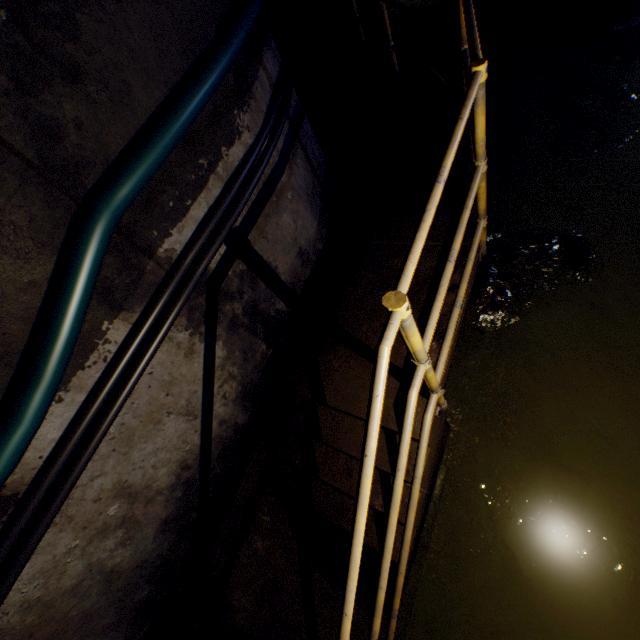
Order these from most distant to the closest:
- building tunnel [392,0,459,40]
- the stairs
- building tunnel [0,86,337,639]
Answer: building tunnel [392,0,459,40] < building tunnel [0,86,337,639] < the stairs

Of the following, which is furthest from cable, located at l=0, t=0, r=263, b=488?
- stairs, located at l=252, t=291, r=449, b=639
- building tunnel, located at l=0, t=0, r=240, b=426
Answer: stairs, located at l=252, t=291, r=449, b=639

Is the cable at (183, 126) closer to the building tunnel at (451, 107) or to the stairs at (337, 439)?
the building tunnel at (451, 107)

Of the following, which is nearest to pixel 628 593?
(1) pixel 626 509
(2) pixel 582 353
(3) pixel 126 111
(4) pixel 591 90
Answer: (1) pixel 626 509

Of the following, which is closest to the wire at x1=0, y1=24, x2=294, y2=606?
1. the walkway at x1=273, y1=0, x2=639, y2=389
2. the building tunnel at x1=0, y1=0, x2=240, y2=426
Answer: the building tunnel at x1=0, y1=0, x2=240, y2=426

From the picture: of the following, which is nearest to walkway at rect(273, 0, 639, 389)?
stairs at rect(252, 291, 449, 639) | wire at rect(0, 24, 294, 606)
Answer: stairs at rect(252, 291, 449, 639)

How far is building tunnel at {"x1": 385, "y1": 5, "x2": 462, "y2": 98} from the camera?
5.2 meters

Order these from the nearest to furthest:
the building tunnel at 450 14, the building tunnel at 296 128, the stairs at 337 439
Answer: the stairs at 337 439 → the building tunnel at 296 128 → the building tunnel at 450 14
